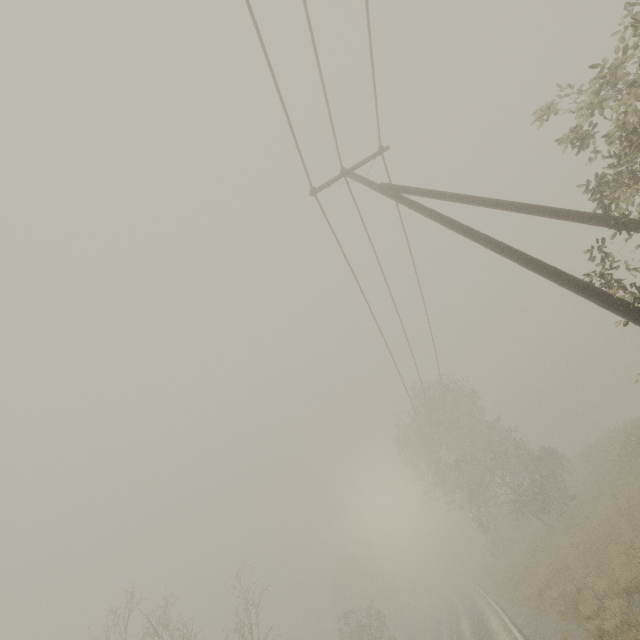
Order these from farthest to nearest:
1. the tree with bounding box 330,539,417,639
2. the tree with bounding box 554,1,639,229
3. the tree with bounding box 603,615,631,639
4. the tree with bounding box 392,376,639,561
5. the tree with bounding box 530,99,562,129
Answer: the tree with bounding box 330,539,417,639 < the tree with bounding box 392,376,639,561 < the tree with bounding box 603,615,631,639 < the tree with bounding box 530,99,562,129 < the tree with bounding box 554,1,639,229

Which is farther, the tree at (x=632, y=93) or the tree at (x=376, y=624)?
the tree at (x=376, y=624)

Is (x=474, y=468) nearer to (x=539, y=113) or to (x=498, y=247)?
(x=498, y=247)

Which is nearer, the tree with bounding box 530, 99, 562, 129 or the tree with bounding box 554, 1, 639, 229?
the tree with bounding box 554, 1, 639, 229

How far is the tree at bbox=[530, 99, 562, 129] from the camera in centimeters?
651cm
